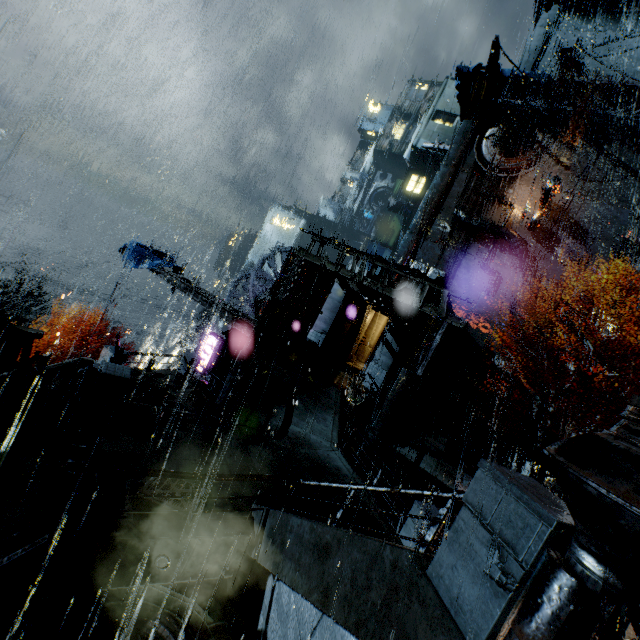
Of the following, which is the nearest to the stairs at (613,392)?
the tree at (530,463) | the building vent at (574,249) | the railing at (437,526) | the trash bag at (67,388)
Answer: the tree at (530,463)

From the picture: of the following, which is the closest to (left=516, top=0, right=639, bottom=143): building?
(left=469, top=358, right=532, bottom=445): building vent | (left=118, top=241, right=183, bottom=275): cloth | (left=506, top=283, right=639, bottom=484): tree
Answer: (left=469, top=358, right=532, bottom=445): building vent

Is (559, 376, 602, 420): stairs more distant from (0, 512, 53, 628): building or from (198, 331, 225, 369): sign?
(198, 331, 225, 369): sign

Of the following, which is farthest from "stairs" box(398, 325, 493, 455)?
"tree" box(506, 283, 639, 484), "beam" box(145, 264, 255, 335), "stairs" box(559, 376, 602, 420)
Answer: "beam" box(145, 264, 255, 335)

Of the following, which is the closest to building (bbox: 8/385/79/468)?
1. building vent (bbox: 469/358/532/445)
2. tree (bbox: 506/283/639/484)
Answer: building vent (bbox: 469/358/532/445)

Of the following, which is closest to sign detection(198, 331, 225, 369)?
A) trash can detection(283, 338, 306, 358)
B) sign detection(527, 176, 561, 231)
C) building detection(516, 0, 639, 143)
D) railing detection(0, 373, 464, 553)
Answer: building detection(516, 0, 639, 143)

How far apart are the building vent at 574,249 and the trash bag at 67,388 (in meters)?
41.96

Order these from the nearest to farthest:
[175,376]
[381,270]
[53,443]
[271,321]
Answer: [53,443]
[271,321]
[175,376]
[381,270]
